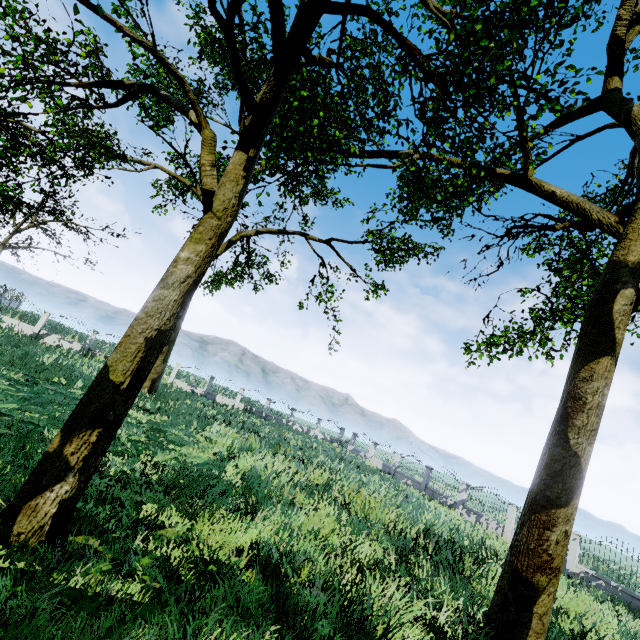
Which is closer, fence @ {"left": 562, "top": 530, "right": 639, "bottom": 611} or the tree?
the tree

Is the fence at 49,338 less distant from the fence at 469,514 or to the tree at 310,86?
the tree at 310,86

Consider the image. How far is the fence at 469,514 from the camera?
18.86m

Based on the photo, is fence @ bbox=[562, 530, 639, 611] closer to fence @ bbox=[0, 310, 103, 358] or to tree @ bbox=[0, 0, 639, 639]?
tree @ bbox=[0, 0, 639, 639]

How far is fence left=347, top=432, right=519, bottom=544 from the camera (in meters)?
18.86

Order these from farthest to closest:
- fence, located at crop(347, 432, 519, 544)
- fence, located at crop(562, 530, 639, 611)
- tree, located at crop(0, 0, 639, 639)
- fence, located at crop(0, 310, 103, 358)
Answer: fence, located at crop(0, 310, 103, 358) < fence, located at crop(347, 432, 519, 544) < fence, located at crop(562, 530, 639, 611) < tree, located at crop(0, 0, 639, 639)

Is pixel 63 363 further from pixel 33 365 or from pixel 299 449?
pixel 299 449
